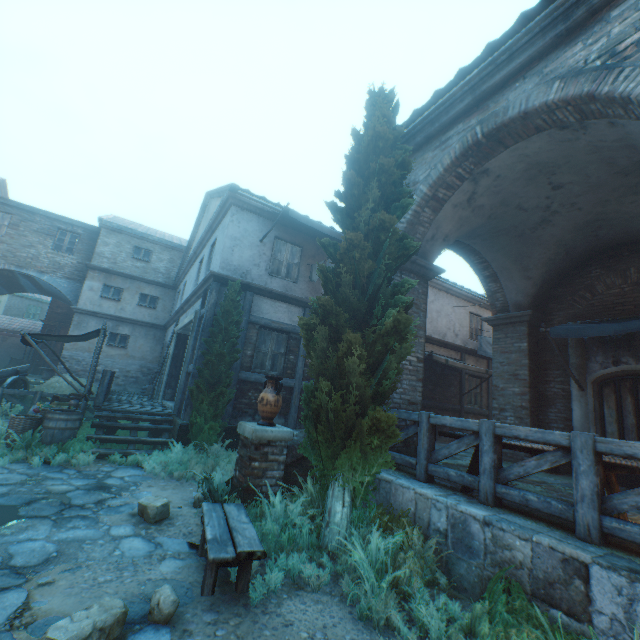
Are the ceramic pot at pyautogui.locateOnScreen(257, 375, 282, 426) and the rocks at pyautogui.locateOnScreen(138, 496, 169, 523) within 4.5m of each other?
yes

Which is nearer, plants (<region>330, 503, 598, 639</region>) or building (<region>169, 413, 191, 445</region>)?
plants (<region>330, 503, 598, 639</region>)

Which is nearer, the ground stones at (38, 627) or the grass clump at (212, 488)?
the ground stones at (38, 627)

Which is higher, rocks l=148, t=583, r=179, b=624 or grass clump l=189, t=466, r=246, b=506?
grass clump l=189, t=466, r=246, b=506

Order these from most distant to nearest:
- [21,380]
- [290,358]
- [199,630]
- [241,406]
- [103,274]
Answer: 1. [103,274]
2. [21,380]
3. [290,358]
4. [241,406]
5. [199,630]

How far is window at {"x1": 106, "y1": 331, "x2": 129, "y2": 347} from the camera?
17.6 meters

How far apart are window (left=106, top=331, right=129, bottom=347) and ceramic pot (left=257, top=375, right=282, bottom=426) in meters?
15.9

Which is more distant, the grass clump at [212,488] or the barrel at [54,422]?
the barrel at [54,422]
